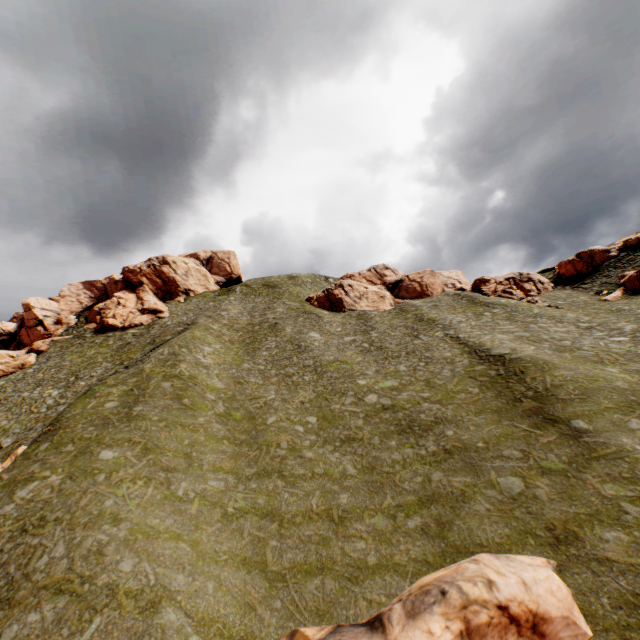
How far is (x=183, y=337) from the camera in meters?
40.7

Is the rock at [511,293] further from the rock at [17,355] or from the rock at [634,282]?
the rock at [17,355]

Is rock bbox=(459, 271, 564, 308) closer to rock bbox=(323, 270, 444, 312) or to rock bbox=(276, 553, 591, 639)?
rock bbox=(323, 270, 444, 312)

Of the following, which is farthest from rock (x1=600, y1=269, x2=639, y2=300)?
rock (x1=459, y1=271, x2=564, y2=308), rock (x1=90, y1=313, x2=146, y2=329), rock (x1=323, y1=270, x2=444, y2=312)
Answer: rock (x1=90, y1=313, x2=146, y2=329)

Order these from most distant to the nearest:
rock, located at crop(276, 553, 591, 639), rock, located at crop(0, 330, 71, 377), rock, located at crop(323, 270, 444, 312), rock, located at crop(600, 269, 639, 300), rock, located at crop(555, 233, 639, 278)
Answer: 1. rock, located at crop(323, 270, 444, 312)
2. rock, located at crop(555, 233, 639, 278)
3. rock, located at crop(0, 330, 71, 377)
4. rock, located at crop(600, 269, 639, 300)
5. rock, located at crop(276, 553, 591, 639)

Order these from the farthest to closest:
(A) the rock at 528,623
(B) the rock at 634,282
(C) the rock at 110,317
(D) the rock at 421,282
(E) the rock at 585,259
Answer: (C) the rock at 110,317, (D) the rock at 421,282, (E) the rock at 585,259, (B) the rock at 634,282, (A) the rock at 528,623

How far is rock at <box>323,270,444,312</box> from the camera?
56.3m

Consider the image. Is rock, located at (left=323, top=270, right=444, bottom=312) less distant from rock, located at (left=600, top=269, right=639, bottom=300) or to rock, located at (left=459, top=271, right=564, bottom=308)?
rock, located at (left=459, top=271, right=564, bottom=308)
